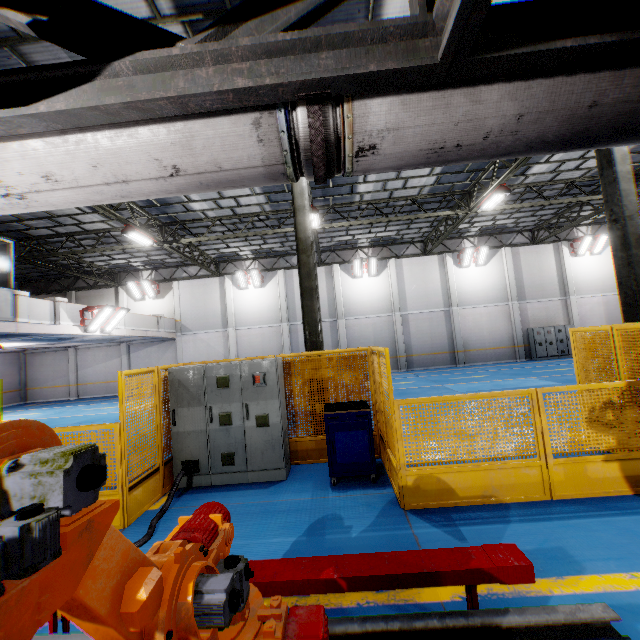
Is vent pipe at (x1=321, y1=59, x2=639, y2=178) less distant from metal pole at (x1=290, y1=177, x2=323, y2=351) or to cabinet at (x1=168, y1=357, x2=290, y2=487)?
cabinet at (x1=168, y1=357, x2=290, y2=487)

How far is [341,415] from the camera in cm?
544

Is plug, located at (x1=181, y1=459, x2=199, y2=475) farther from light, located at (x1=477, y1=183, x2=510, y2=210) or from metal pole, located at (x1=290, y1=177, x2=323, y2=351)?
light, located at (x1=477, y1=183, x2=510, y2=210)

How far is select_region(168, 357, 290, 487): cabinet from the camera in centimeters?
582cm

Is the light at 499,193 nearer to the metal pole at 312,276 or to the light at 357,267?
the metal pole at 312,276

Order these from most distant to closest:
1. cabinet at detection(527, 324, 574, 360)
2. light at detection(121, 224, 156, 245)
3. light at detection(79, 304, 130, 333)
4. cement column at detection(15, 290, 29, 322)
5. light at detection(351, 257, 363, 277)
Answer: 1. light at detection(351, 257, 363, 277)
2. cabinet at detection(527, 324, 574, 360)
3. light at detection(79, 304, 130, 333)
4. light at detection(121, 224, 156, 245)
5. cement column at detection(15, 290, 29, 322)

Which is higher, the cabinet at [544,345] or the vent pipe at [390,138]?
the vent pipe at [390,138]

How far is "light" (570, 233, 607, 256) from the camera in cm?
2141
